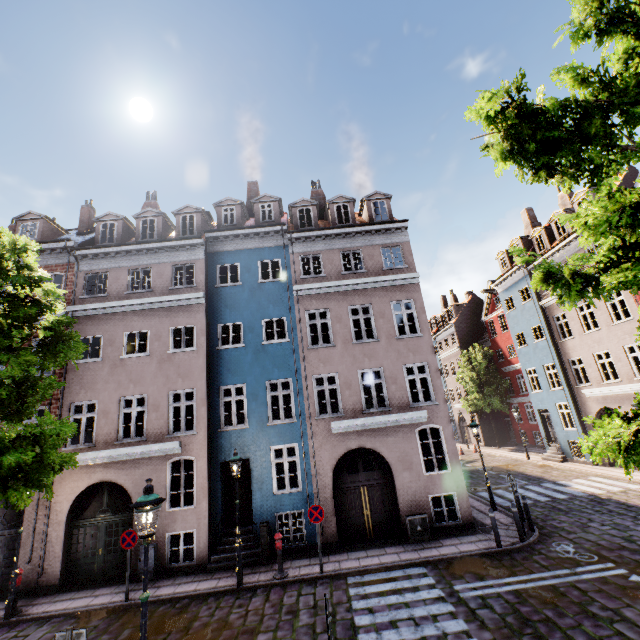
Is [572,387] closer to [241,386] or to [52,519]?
[241,386]

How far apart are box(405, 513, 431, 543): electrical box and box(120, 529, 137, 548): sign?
9.3 meters

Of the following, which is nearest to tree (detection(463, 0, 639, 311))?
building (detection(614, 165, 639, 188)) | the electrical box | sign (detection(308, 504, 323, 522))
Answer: building (detection(614, 165, 639, 188))

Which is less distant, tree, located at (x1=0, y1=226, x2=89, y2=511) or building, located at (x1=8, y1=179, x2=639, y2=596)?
tree, located at (x1=0, y1=226, x2=89, y2=511)

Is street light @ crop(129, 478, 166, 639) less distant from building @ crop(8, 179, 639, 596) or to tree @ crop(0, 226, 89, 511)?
tree @ crop(0, 226, 89, 511)

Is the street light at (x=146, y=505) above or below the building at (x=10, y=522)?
above

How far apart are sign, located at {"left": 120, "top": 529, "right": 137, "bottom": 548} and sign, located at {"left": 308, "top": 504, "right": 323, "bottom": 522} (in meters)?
5.61

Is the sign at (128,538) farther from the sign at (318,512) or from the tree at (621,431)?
the sign at (318,512)
